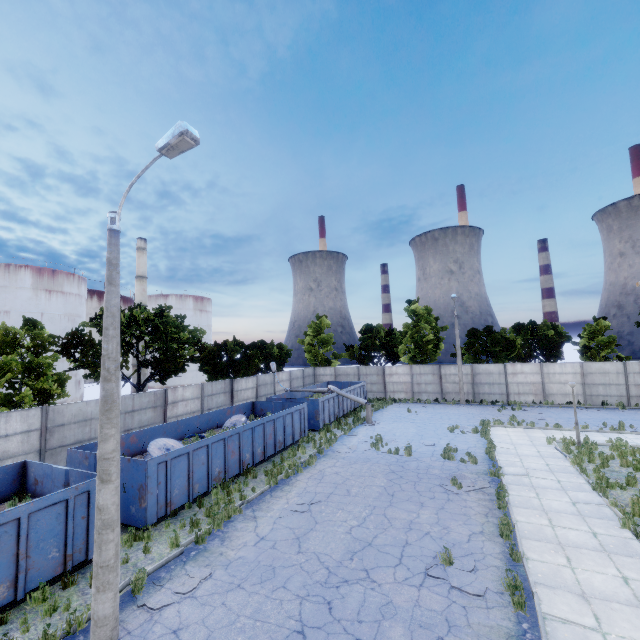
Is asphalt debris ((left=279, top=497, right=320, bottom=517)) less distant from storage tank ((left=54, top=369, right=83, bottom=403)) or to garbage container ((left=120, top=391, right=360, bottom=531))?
garbage container ((left=120, top=391, right=360, bottom=531))

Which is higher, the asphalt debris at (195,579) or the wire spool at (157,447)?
the wire spool at (157,447)

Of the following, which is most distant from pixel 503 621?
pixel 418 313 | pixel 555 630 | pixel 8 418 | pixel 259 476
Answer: pixel 418 313

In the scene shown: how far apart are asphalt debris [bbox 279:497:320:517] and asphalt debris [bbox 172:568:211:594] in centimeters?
296cm

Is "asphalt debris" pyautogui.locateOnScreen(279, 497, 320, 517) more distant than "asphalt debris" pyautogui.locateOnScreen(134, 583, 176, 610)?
Yes

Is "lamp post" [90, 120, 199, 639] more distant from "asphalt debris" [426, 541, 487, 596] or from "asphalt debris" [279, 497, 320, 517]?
"asphalt debris" [426, 541, 487, 596]

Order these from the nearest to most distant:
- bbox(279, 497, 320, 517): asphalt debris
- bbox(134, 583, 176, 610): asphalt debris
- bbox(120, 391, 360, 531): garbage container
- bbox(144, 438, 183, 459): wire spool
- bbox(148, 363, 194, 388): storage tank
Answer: bbox(134, 583, 176, 610): asphalt debris, bbox(120, 391, 360, 531): garbage container, bbox(279, 497, 320, 517): asphalt debris, bbox(144, 438, 183, 459): wire spool, bbox(148, 363, 194, 388): storage tank

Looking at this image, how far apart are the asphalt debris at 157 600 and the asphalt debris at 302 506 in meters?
3.0
